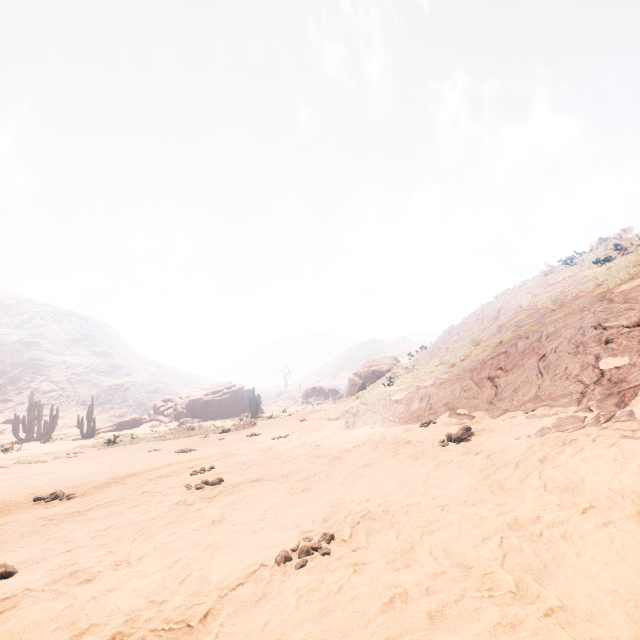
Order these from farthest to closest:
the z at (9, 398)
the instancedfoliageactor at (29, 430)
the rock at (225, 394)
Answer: the z at (9, 398), the rock at (225, 394), the instancedfoliageactor at (29, 430)

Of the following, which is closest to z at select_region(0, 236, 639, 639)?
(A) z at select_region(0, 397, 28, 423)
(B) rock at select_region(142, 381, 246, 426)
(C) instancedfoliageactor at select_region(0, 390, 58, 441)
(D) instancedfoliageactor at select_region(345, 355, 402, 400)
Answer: (C) instancedfoliageactor at select_region(0, 390, 58, 441)

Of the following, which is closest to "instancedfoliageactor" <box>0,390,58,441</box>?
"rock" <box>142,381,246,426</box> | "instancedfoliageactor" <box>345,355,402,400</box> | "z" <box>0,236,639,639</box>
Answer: "z" <box>0,236,639,639</box>

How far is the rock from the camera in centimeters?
3916cm

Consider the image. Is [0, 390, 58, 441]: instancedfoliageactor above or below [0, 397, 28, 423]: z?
below

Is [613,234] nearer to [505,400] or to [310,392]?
[505,400]

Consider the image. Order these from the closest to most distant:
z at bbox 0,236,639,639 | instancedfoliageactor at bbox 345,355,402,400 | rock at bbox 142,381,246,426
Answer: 1. z at bbox 0,236,639,639
2. instancedfoliageactor at bbox 345,355,402,400
3. rock at bbox 142,381,246,426

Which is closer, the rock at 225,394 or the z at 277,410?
the z at 277,410
